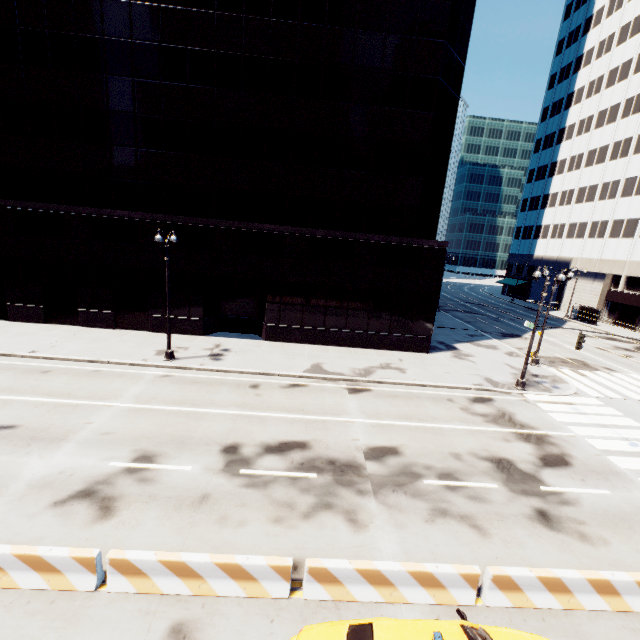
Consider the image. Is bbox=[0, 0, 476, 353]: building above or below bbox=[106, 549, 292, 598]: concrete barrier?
above

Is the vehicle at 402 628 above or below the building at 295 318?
below

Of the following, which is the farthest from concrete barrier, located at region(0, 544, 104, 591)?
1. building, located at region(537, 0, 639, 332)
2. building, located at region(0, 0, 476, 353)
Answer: building, located at region(537, 0, 639, 332)

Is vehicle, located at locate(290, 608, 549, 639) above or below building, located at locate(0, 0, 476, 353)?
below

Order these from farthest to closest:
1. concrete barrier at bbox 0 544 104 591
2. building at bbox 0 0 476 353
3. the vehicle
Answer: building at bbox 0 0 476 353 → concrete barrier at bbox 0 544 104 591 → the vehicle

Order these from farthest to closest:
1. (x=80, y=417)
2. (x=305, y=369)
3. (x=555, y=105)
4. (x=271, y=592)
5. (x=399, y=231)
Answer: (x=555, y=105) → (x=399, y=231) → (x=305, y=369) → (x=80, y=417) → (x=271, y=592)

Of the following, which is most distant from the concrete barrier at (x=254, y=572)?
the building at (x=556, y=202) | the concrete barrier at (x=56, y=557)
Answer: the building at (x=556, y=202)

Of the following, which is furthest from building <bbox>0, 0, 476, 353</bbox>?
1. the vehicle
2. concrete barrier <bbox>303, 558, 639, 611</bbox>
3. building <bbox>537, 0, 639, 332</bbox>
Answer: building <bbox>537, 0, 639, 332</bbox>
